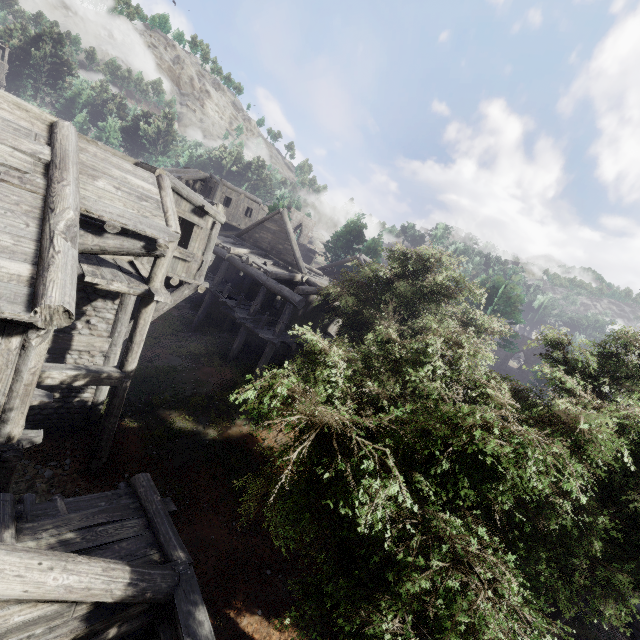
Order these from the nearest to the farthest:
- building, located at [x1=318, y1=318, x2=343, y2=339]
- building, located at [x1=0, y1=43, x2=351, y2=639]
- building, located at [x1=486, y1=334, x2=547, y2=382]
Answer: building, located at [x1=0, y1=43, x2=351, y2=639] → building, located at [x1=318, y1=318, x2=343, y2=339] → building, located at [x1=486, y1=334, x2=547, y2=382]

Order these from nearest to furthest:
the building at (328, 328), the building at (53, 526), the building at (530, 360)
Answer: the building at (53, 526) → the building at (328, 328) → the building at (530, 360)

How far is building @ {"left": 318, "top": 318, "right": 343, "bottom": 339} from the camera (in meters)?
18.84

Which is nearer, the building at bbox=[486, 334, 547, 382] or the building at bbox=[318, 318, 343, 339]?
the building at bbox=[318, 318, 343, 339]

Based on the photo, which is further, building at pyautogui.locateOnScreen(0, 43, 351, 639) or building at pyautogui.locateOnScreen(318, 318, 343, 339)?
building at pyautogui.locateOnScreen(318, 318, 343, 339)

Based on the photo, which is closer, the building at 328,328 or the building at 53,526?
the building at 53,526

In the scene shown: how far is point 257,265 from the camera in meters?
18.2 m

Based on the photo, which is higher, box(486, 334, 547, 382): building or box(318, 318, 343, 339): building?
box(486, 334, 547, 382): building
